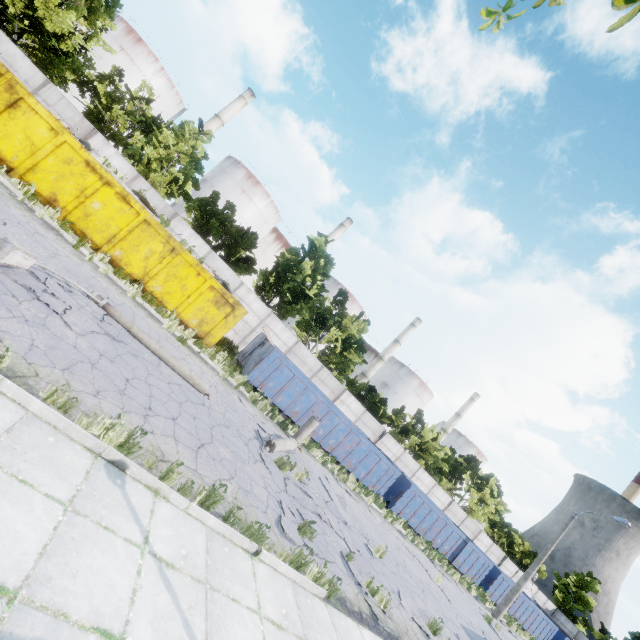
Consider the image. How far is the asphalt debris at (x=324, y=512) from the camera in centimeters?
891cm

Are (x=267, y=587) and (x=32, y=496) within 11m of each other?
yes

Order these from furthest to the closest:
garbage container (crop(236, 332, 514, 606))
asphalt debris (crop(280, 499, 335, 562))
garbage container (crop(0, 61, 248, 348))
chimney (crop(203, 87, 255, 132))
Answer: chimney (crop(203, 87, 255, 132)) < garbage container (crop(236, 332, 514, 606)) < garbage container (crop(0, 61, 248, 348)) < asphalt debris (crop(280, 499, 335, 562))

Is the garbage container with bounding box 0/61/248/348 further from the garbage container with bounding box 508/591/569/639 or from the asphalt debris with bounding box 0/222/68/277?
the garbage container with bounding box 508/591/569/639

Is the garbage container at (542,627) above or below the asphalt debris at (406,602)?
above

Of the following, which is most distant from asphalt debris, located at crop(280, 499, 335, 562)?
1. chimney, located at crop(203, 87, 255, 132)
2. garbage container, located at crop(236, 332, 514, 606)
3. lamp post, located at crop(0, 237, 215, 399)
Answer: chimney, located at crop(203, 87, 255, 132)

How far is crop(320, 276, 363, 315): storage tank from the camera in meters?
57.1 m

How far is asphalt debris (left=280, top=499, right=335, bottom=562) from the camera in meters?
6.9 m
